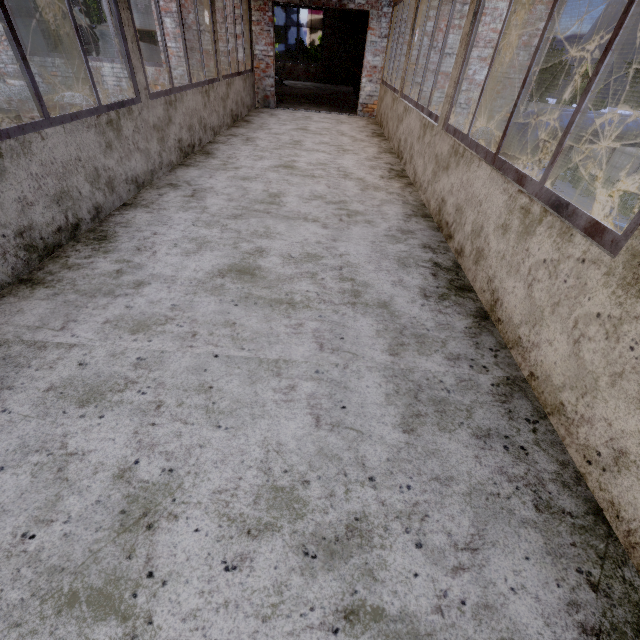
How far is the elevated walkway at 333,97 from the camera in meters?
9.9 m

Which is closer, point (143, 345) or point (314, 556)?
point (314, 556)

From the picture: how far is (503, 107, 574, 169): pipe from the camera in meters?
7.4

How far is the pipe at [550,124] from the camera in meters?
7.4 m

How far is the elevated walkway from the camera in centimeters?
990cm

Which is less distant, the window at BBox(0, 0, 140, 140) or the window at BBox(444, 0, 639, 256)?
the window at BBox(444, 0, 639, 256)

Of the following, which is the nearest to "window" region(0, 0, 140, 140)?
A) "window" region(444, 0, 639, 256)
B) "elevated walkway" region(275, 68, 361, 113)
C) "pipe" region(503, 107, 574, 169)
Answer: "pipe" region(503, 107, 574, 169)

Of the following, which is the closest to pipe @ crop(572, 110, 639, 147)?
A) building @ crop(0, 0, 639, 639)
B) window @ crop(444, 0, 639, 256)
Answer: building @ crop(0, 0, 639, 639)
